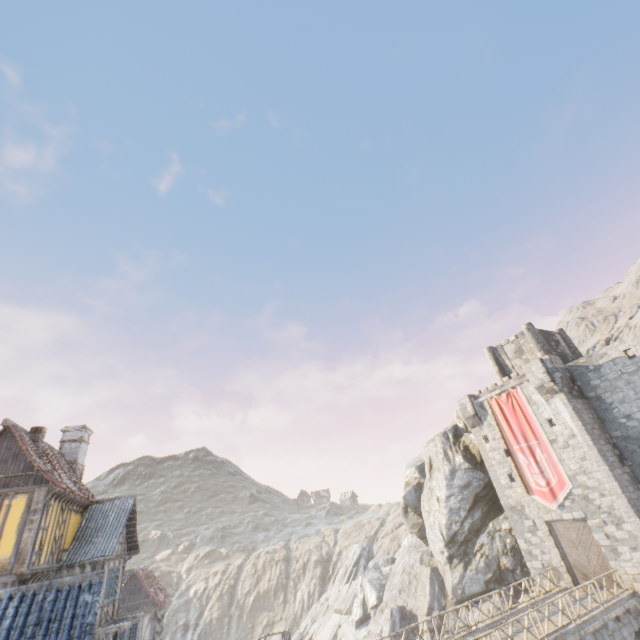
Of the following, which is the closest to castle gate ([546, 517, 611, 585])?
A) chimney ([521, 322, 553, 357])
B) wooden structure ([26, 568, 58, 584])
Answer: chimney ([521, 322, 553, 357])

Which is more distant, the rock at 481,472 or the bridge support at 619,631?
the rock at 481,472

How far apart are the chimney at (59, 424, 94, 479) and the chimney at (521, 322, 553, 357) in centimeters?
3759cm

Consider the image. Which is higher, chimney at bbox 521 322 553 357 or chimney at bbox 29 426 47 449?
chimney at bbox 521 322 553 357

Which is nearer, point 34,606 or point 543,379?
point 34,606

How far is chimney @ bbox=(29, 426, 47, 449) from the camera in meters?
16.3

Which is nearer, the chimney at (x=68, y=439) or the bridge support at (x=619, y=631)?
the bridge support at (x=619, y=631)

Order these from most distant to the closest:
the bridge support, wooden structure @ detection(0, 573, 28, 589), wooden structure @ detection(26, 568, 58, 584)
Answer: the bridge support < wooden structure @ detection(26, 568, 58, 584) < wooden structure @ detection(0, 573, 28, 589)
